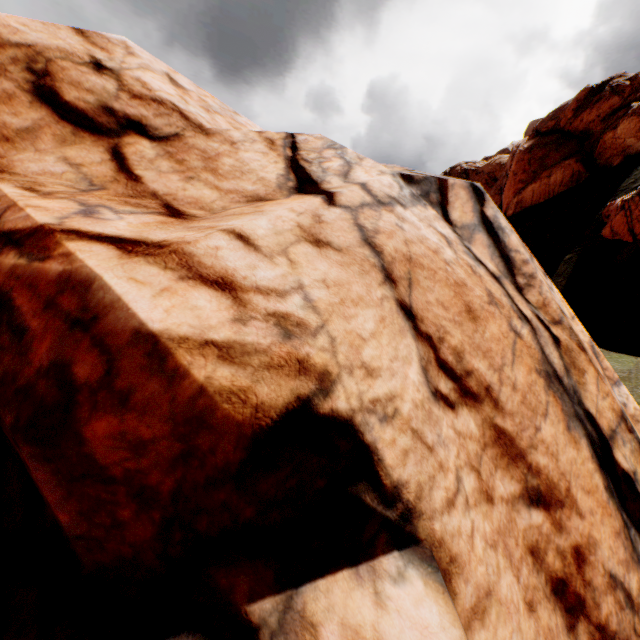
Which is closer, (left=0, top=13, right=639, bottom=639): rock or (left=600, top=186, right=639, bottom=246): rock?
(left=0, top=13, right=639, bottom=639): rock

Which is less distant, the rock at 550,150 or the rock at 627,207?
the rock at 550,150

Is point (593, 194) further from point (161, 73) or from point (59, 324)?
point (59, 324)
